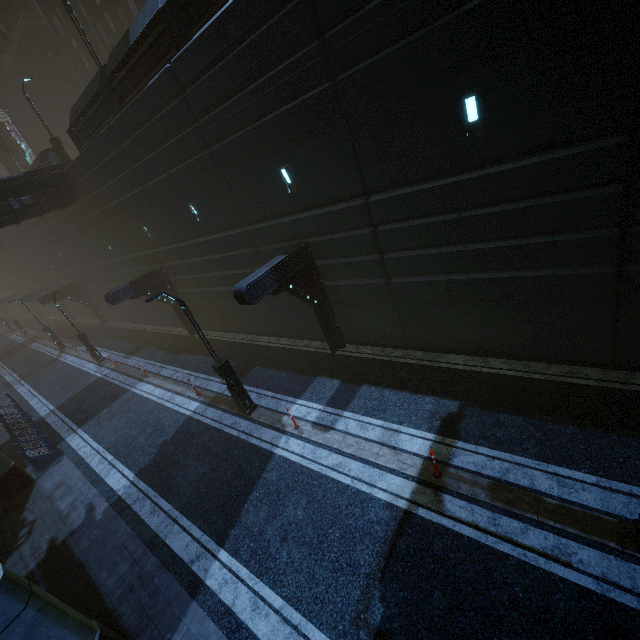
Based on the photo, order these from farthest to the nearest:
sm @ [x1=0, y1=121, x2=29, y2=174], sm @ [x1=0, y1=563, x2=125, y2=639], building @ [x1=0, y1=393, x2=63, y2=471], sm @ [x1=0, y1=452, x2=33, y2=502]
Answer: sm @ [x1=0, y1=121, x2=29, y2=174]
building @ [x1=0, y1=393, x2=63, y2=471]
sm @ [x1=0, y1=452, x2=33, y2=502]
sm @ [x1=0, y1=563, x2=125, y2=639]

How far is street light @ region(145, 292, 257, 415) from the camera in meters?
10.3 m

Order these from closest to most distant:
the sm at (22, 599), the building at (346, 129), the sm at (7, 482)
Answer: the sm at (22, 599), the building at (346, 129), the sm at (7, 482)

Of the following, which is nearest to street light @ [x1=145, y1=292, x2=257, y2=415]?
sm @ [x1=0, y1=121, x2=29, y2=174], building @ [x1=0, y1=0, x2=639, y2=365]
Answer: building @ [x1=0, y1=0, x2=639, y2=365]

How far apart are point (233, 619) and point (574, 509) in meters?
7.4

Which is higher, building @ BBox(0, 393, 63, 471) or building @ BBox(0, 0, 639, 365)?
building @ BBox(0, 0, 639, 365)

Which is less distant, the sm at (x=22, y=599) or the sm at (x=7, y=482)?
the sm at (x=22, y=599)
